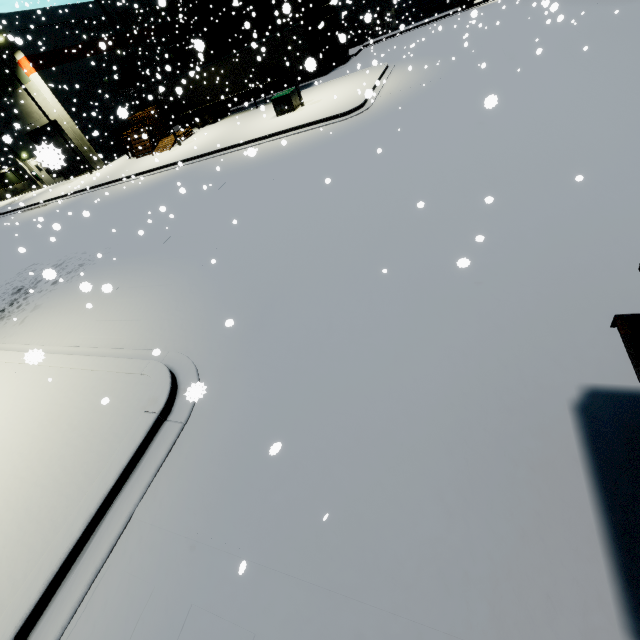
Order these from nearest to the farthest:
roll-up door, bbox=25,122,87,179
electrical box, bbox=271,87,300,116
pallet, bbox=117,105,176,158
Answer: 1. roll-up door, bbox=25,122,87,179
2. electrical box, bbox=271,87,300,116
3. pallet, bbox=117,105,176,158

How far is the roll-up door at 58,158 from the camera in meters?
2.0

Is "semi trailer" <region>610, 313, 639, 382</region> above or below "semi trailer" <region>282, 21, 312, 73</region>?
below

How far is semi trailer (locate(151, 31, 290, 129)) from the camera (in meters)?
25.38

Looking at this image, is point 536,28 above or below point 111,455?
below

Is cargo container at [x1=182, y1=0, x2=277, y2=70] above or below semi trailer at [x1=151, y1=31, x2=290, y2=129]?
above

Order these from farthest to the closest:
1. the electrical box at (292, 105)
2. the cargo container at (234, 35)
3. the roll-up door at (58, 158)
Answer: the cargo container at (234, 35) < the electrical box at (292, 105) < the roll-up door at (58, 158)

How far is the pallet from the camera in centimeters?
2534cm
